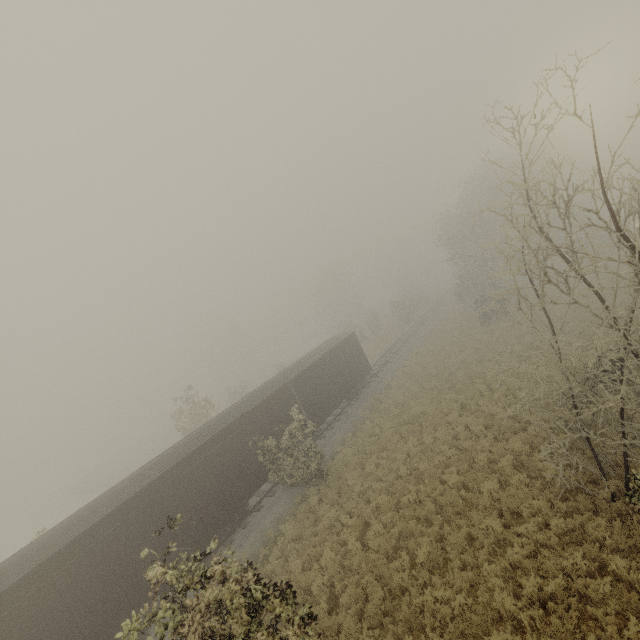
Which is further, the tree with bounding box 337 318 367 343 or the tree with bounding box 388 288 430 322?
the tree with bounding box 337 318 367 343

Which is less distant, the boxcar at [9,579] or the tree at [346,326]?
the boxcar at [9,579]

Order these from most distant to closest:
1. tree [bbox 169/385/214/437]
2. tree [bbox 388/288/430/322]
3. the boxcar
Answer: tree [bbox 388/288/430/322] < tree [bbox 169/385/214/437] < the boxcar

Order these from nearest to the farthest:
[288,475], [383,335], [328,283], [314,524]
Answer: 1. [314,524]
2. [288,475]
3. [383,335]
4. [328,283]

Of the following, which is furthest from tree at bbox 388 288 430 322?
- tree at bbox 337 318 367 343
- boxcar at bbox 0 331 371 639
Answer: tree at bbox 337 318 367 343

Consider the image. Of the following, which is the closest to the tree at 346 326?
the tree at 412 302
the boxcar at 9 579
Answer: the tree at 412 302

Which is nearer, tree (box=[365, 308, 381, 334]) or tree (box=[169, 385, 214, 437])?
tree (box=[169, 385, 214, 437])
